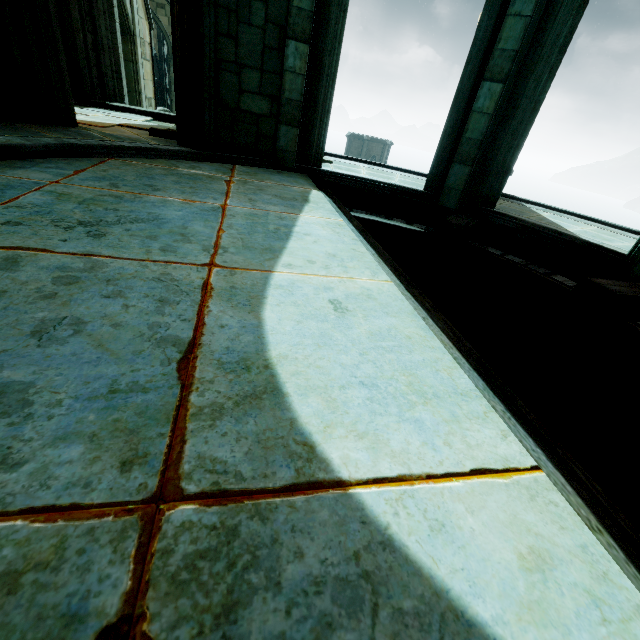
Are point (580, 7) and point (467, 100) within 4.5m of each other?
yes

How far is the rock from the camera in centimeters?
686cm

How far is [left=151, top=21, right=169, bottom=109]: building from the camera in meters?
31.5

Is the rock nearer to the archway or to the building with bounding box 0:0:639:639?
the building with bounding box 0:0:639:639

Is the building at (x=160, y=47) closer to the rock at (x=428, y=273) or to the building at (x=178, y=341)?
the building at (x=178, y=341)

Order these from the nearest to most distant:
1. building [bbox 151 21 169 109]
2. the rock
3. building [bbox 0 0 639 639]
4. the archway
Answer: building [bbox 0 0 639 639] → the rock → the archway → building [bbox 151 21 169 109]

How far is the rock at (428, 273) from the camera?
6.86m

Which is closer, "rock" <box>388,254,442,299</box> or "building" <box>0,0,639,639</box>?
"building" <box>0,0,639,639</box>
